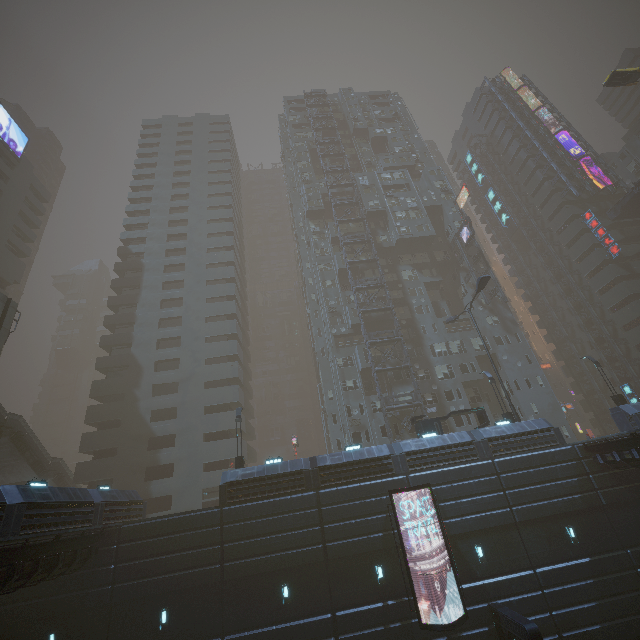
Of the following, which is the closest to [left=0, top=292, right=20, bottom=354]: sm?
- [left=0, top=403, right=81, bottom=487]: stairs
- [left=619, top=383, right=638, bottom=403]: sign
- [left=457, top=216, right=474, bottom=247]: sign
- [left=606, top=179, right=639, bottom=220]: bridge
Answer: [left=0, top=403, right=81, bottom=487]: stairs

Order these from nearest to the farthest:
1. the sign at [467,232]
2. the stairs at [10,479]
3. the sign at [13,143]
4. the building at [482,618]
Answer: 1. the building at [482,618]
2. the stairs at [10,479]
3. the sign at [467,232]
4. the sign at [13,143]

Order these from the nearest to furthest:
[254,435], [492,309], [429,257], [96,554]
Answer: [96,554] → [492,309] → [254,435] → [429,257]

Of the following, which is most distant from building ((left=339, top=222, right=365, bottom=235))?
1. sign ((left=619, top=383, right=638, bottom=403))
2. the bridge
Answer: sign ((left=619, top=383, right=638, bottom=403))

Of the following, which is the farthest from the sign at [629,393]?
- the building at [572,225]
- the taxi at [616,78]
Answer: the taxi at [616,78]

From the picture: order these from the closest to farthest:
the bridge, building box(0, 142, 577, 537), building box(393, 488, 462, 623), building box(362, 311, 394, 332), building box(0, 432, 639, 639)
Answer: building box(0, 432, 639, 639), building box(393, 488, 462, 623), building box(0, 142, 577, 537), building box(362, 311, 394, 332), the bridge

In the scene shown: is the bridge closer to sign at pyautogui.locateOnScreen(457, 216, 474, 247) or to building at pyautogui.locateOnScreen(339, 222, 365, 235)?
building at pyautogui.locateOnScreen(339, 222, 365, 235)

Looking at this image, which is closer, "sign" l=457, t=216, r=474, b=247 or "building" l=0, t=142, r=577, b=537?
"building" l=0, t=142, r=577, b=537
